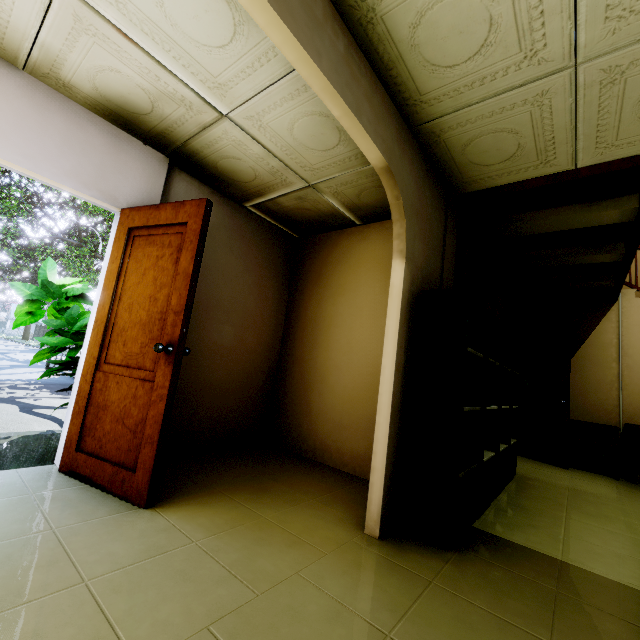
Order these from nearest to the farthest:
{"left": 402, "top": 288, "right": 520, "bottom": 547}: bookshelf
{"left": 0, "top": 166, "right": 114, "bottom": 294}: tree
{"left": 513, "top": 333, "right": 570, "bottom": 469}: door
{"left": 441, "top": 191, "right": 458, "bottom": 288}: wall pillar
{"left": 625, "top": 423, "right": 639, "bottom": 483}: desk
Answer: {"left": 402, "top": 288, "right": 520, "bottom": 547}: bookshelf < {"left": 441, "top": 191, "right": 458, "bottom": 288}: wall pillar < {"left": 625, "top": 423, "right": 639, "bottom": 483}: desk < {"left": 513, "top": 333, "right": 570, "bottom": 469}: door < {"left": 0, "top": 166, "right": 114, "bottom": 294}: tree

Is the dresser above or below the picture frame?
below

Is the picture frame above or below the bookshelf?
above

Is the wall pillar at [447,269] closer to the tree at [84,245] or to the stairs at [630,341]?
the stairs at [630,341]

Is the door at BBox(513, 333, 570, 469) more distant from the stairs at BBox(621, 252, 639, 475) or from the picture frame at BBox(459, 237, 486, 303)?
the picture frame at BBox(459, 237, 486, 303)

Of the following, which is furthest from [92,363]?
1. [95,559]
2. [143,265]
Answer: [95,559]

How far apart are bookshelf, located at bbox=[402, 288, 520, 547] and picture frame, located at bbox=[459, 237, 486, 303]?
0.5 meters

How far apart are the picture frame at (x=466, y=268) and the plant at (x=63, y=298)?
3.2 meters
